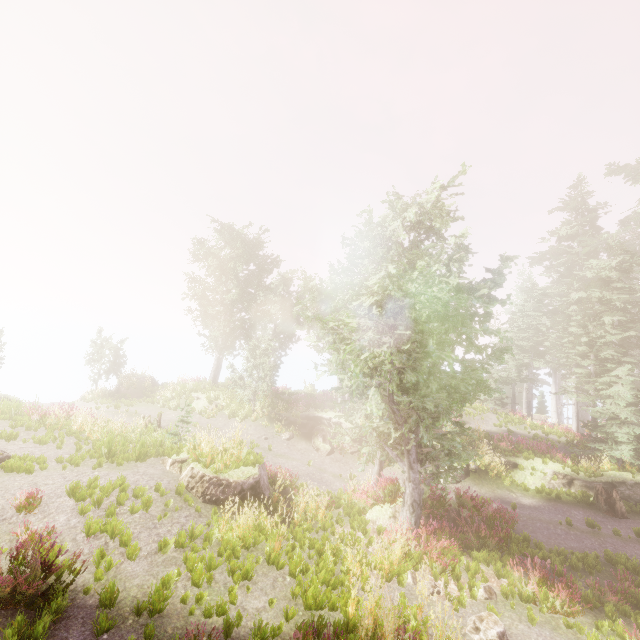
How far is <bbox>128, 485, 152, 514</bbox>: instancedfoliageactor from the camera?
8.4 meters

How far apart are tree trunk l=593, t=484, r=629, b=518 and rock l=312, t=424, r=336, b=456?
13.2 meters

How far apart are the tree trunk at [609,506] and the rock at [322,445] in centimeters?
1316cm

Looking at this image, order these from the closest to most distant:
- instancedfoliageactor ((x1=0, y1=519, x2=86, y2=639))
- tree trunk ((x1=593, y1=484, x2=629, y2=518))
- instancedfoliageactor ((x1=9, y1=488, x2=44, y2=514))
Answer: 1. instancedfoliageactor ((x1=0, y1=519, x2=86, y2=639))
2. instancedfoliageactor ((x1=9, y1=488, x2=44, y2=514))
3. tree trunk ((x1=593, y1=484, x2=629, y2=518))

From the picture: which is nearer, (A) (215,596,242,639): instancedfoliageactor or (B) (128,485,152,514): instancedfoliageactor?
(A) (215,596,242,639): instancedfoliageactor

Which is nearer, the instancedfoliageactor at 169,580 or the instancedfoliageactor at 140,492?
the instancedfoliageactor at 169,580

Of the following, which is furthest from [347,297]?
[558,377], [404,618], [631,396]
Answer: [558,377]
